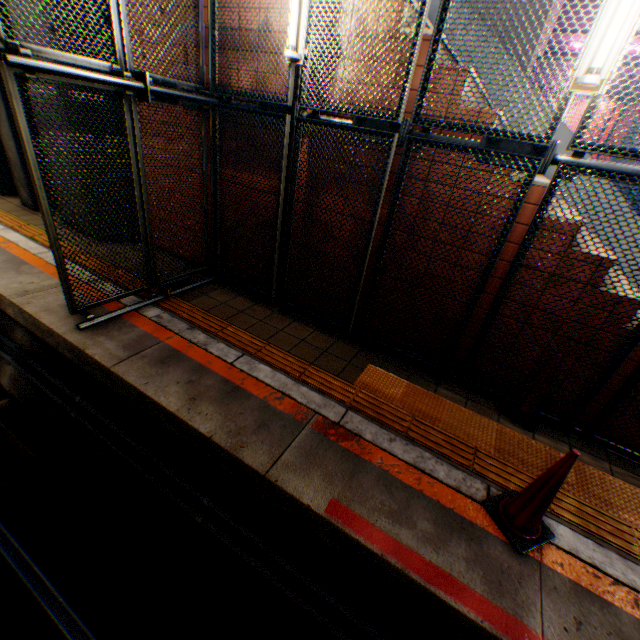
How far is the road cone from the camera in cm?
219

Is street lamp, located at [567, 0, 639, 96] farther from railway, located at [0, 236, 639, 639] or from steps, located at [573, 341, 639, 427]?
railway, located at [0, 236, 639, 639]

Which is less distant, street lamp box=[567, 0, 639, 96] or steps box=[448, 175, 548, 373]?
street lamp box=[567, 0, 639, 96]

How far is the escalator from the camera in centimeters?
557cm

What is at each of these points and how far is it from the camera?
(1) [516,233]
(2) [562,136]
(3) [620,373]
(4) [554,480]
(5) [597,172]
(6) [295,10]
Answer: (1) steps, 3.14m
(2) escalator, 5.61m
(3) steps, 3.15m
(4) road cone, 2.21m
(5) metal fence, 2.51m
(6) street lamp, 2.99m

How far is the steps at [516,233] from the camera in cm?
297

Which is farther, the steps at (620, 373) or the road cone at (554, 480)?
the steps at (620, 373)

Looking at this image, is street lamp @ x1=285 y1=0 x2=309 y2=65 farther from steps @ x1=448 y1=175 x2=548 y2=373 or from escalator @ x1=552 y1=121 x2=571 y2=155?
escalator @ x1=552 y1=121 x2=571 y2=155
